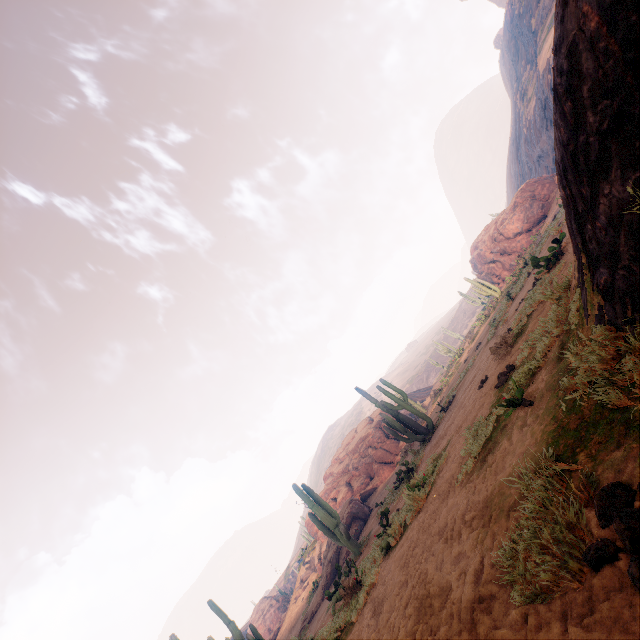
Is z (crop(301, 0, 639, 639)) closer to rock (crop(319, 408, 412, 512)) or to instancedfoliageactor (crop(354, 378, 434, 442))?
instancedfoliageactor (crop(354, 378, 434, 442))

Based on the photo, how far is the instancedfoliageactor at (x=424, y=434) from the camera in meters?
13.8 m

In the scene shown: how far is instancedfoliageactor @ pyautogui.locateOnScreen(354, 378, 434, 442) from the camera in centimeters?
1382cm

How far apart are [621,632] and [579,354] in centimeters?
216cm

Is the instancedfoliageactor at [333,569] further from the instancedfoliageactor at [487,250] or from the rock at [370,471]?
the instancedfoliageactor at [487,250]

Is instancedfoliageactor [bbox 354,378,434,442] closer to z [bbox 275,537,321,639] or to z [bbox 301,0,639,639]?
z [bbox 301,0,639,639]

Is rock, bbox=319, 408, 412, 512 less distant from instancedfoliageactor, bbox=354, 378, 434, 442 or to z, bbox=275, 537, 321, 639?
instancedfoliageactor, bbox=354, 378, 434, 442

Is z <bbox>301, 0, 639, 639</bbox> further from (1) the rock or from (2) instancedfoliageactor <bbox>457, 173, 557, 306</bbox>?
(1) the rock
